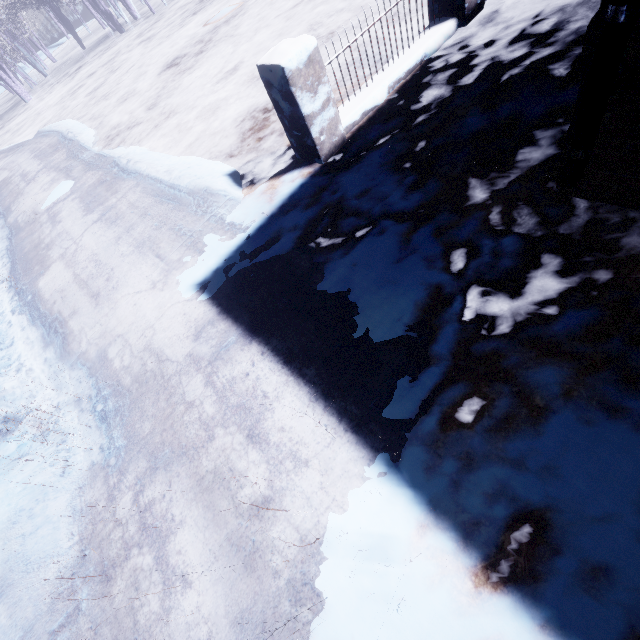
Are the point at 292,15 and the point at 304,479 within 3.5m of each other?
Answer: no

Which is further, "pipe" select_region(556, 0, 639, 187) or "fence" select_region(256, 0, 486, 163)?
"fence" select_region(256, 0, 486, 163)

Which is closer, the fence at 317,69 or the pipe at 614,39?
the pipe at 614,39
